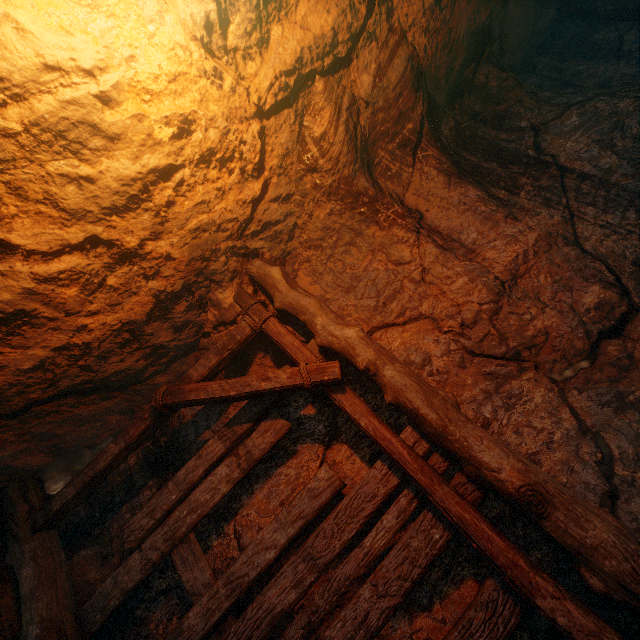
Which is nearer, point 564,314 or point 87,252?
point 87,252
